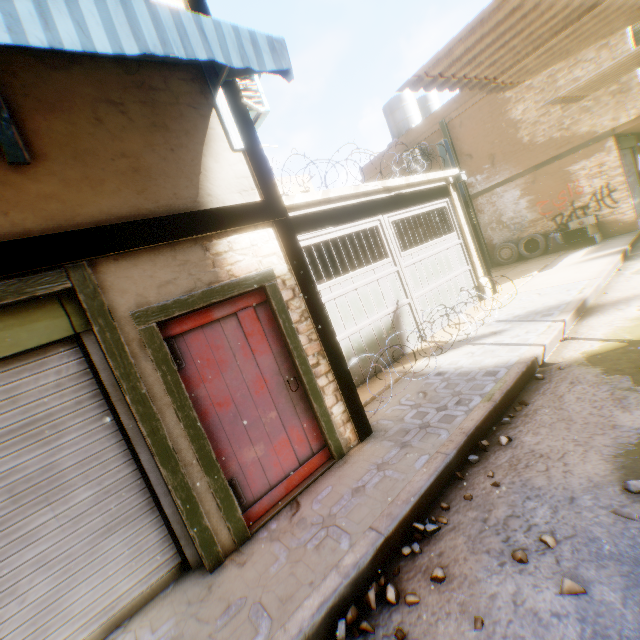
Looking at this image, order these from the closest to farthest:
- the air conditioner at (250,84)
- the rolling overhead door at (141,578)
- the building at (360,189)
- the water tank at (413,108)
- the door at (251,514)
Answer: the rolling overhead door at (141,578) < the door at (251,514) < the air conditioner at (250,84) < the building at (360,189) < the water tank at (413,108)

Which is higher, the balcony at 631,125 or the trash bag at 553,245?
the balcony at 631,125

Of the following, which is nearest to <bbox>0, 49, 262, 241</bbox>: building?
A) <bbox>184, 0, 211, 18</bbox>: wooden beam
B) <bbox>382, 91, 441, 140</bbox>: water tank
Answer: <bbox>184, 0, 211, 18</bbox>: wooden beam

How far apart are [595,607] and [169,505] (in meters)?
3.28

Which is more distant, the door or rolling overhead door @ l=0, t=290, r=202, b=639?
the door

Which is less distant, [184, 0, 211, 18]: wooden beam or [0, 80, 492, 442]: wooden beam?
[0, 80, 492, 442]: wooden beam

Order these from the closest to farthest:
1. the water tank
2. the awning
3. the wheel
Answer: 1. the awning
2. the wheel
3. the water tank

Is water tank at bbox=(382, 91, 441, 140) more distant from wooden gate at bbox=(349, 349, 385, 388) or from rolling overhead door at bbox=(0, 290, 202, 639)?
rolling overhead door at bbox=(0, 290, 202, 639)
